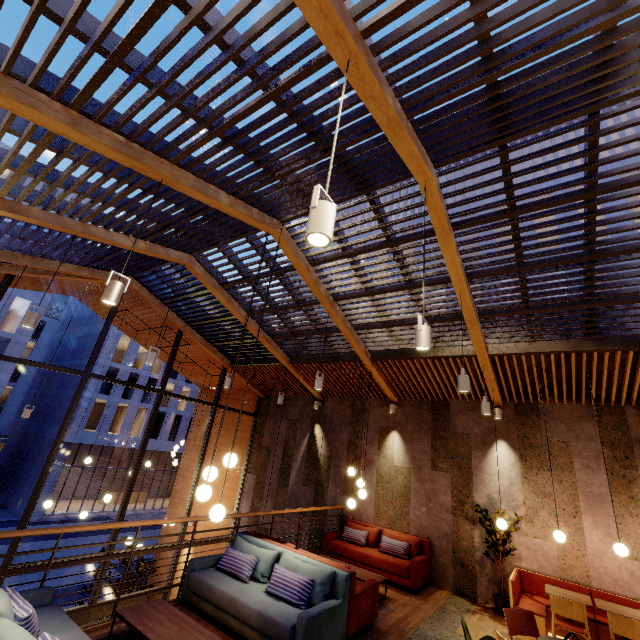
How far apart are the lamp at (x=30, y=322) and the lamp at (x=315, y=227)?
5.2m

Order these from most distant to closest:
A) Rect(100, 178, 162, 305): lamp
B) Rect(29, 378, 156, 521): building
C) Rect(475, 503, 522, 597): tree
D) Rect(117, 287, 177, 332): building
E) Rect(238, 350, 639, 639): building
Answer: Rect(29, 378, 156, 521): building, Rect(117, 287, 177, 332): building, Rect(475, 503, 522, 597): tree, Rect(238, 350, 639, 639): building, Rect(100, 178, 162, 305): lamp

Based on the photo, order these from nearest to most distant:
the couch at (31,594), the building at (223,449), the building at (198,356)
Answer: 1. the couch at (31,594)
2. the building at (198,356)
3. the building at (223,449)

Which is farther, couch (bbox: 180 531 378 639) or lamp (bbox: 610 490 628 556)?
lamp (bbox: 610 490 628 556)

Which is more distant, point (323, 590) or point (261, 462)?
point (261, 462)

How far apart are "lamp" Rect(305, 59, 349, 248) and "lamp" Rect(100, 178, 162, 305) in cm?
253

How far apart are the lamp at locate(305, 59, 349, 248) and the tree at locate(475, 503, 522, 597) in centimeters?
763cm

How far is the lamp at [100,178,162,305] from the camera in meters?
3.3 m
